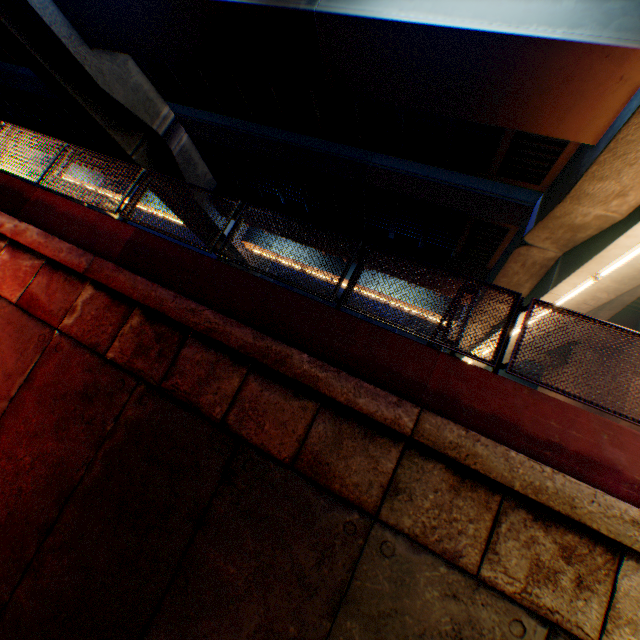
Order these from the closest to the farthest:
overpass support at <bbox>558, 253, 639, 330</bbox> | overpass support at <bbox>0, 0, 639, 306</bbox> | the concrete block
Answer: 1. the concrete block
2. overpass support at <bbox>0, 0, 639, 306</bbox>
3. overpass support at <bbox>558, 253, 639, 330</bbox>

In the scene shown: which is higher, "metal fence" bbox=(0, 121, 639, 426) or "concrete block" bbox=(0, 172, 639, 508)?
"metal fence" bbox=(0, 121, 639, 426)

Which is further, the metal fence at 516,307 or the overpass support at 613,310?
the overpass support at 613,310

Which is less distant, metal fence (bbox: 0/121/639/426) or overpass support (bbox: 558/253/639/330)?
metal fence (bbox: 0/121/639/426)

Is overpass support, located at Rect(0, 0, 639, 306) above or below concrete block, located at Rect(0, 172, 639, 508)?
above

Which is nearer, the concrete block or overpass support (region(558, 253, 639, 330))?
the concrete block

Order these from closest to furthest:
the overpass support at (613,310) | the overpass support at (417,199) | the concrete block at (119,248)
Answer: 1. the concrete block at (119,248)
2. the overpass support at (417,199)
3. the overpass support at (613,310)

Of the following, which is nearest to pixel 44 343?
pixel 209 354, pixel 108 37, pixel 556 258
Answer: pixel 209 354
